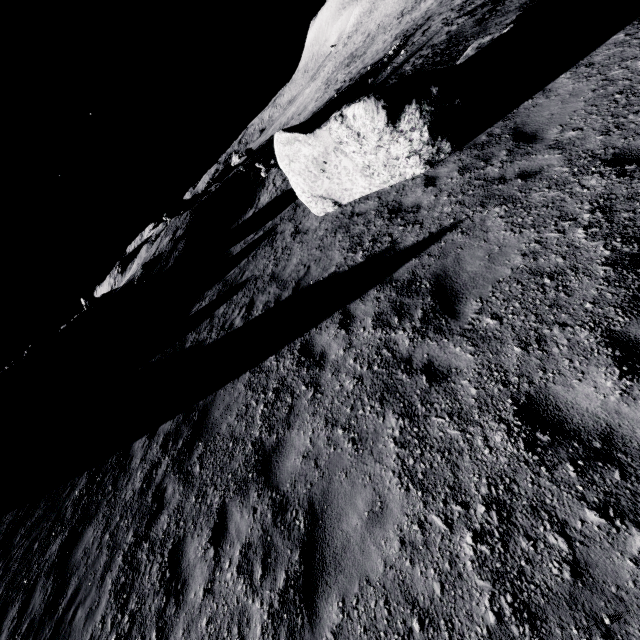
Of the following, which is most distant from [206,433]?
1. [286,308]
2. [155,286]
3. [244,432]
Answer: [155,286]

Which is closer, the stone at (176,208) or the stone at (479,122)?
the stone at (479,122)

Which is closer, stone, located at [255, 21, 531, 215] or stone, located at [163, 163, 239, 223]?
stone, located at [255, 21, 531, 215]

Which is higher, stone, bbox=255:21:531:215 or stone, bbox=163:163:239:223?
stone, bbox=163:163:239:223

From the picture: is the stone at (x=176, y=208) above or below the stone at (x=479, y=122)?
above

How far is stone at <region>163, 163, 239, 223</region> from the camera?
26.11m

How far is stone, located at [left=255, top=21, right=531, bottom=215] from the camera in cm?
707
